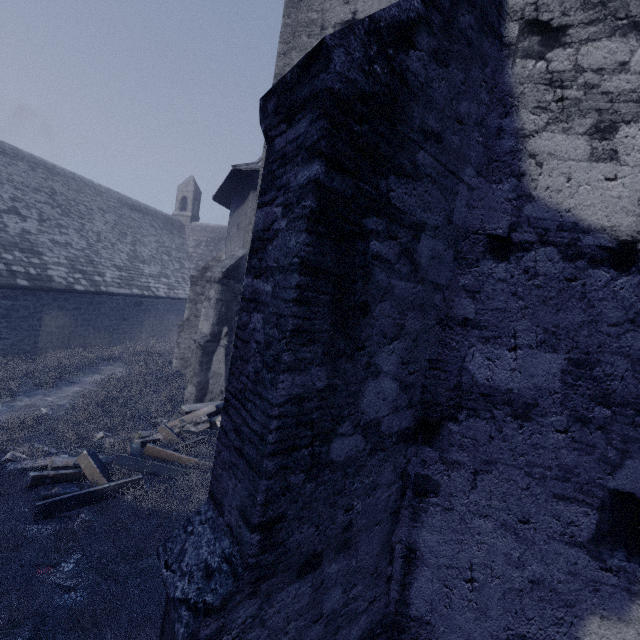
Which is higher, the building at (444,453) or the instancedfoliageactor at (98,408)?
the building at (444,453)

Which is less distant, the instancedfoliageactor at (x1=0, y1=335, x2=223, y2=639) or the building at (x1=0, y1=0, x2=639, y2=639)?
the building at (x1=0, y1=0, x2=639, y2=639)

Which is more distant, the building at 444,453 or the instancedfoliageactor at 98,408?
the instancedfoliageactor at 98,408

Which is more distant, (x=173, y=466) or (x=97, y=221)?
(x=97, y=221)

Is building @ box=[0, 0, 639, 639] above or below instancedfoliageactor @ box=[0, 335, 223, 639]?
above
